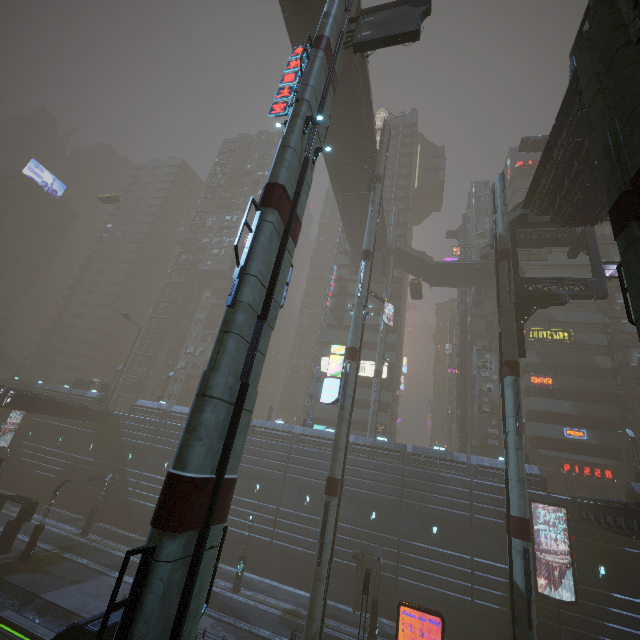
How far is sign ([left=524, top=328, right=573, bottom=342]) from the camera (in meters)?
40.97

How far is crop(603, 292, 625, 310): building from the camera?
43.78m

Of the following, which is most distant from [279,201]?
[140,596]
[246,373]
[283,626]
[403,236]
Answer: [403,236]

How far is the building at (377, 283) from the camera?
53.69m

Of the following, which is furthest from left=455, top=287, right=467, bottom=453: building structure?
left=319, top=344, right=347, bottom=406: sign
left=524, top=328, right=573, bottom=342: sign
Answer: left=319, top=344, right=347, bottom=406: sign

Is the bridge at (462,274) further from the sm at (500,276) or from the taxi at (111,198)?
the sm at (500,276)

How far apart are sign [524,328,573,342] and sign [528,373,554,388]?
4.3 meters

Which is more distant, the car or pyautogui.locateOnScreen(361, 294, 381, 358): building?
pyautogui.locateOnScreen(361, 294, 381, 358): building
